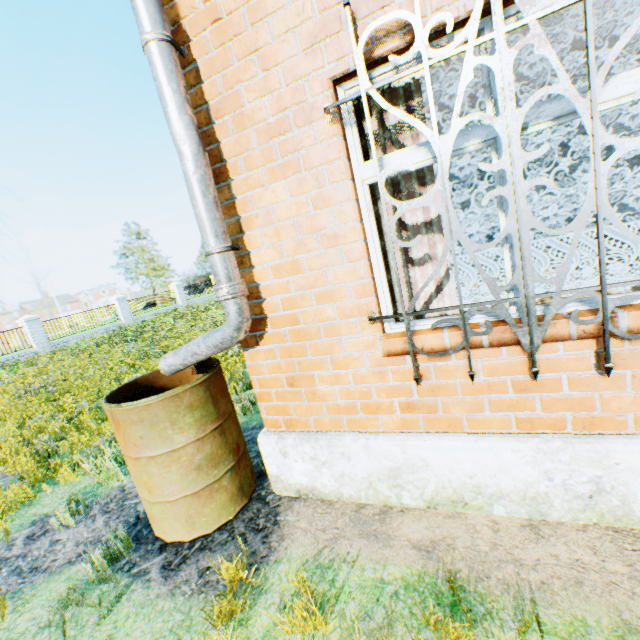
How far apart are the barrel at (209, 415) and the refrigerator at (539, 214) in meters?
14.8 m

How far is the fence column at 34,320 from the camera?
18.2 meters

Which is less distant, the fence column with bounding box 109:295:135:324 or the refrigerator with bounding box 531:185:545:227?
the refrigerator with bounding box 531:185:545:227

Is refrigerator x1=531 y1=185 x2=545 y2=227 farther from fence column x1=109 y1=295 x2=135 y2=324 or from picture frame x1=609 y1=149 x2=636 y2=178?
fence column x1=109 y1=295 x2=135 y2=324

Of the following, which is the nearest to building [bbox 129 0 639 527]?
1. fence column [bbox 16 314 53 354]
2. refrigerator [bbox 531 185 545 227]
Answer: refrigerator [bbox 531 185 545 227]

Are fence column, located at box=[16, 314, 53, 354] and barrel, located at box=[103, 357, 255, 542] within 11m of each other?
no

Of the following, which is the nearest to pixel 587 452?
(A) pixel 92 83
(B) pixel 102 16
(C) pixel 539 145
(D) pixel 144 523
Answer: (D) pixel 144 523

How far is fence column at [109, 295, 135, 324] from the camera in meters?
23.2
